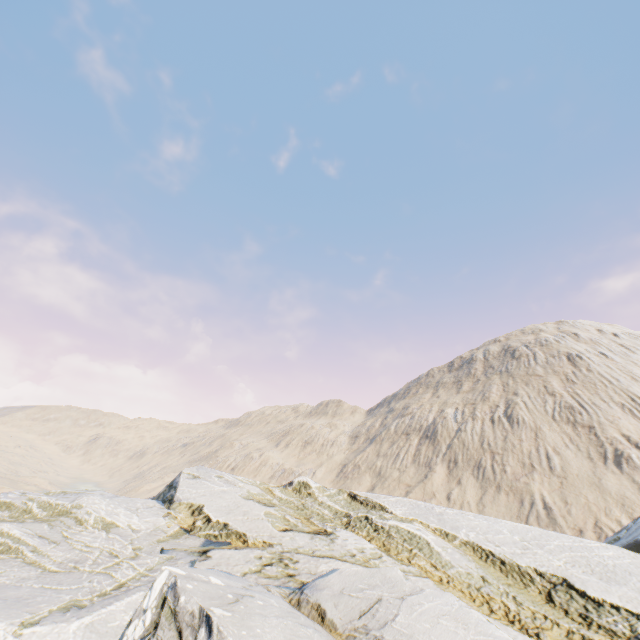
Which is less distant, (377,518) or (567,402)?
(377,518)
